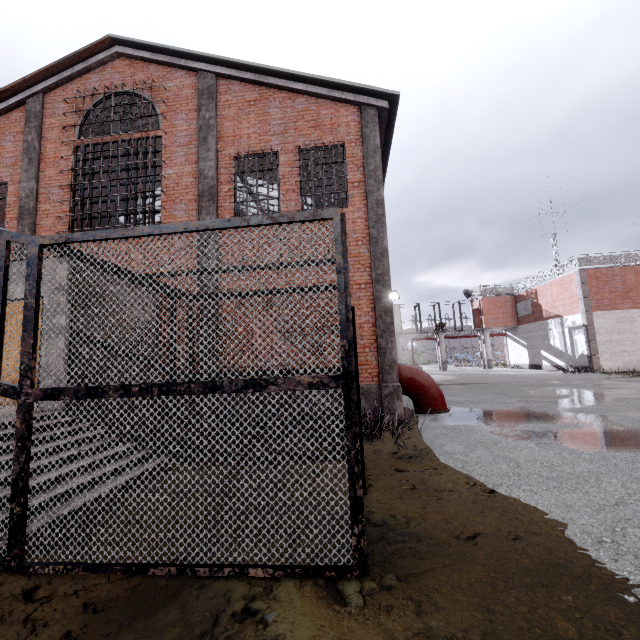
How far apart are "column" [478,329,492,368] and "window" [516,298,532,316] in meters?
2.8 m

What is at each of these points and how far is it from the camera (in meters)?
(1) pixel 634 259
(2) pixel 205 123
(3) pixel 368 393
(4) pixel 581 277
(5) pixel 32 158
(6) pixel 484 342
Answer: (1) metal railing, 22.30
(2) column, 9.88
(3) foundation, 8.45
(4) trim, 22.36
(5) column, 10.37
(6) column, 32.16

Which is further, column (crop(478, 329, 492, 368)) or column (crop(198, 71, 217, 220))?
column (crop(478, 329, 492, 368))

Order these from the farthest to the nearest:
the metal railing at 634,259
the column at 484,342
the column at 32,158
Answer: the column at 484,342, the metal railing at 634,259, the column at 32,158

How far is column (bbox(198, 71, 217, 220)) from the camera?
9.54m

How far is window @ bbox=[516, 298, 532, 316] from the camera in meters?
29.0 m

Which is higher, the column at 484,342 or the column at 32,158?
the column at 32,158

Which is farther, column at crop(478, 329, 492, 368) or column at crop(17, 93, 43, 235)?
column at crop(478, 329, 492, 368)
